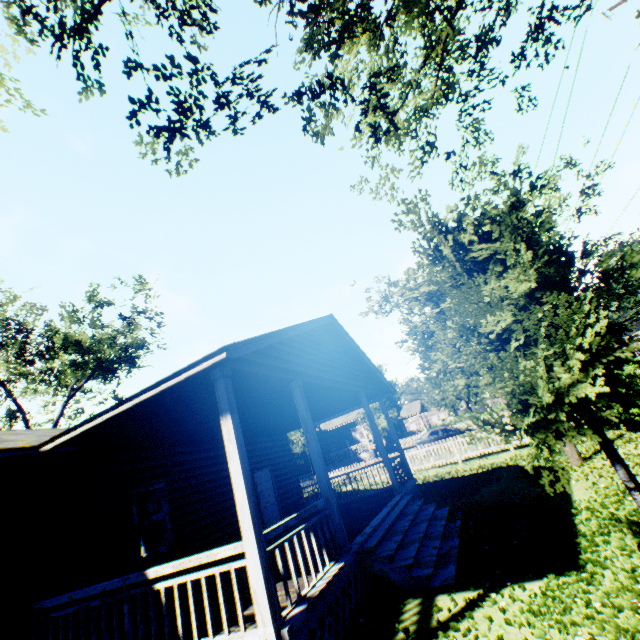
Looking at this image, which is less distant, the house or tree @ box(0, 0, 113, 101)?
tree @ box(0, 0, 113, 101)

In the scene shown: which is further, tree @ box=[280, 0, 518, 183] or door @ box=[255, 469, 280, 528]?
door @ box=[255, 469, 280, 528]

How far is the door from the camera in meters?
11.9

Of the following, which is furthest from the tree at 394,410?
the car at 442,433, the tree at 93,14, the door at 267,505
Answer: the tree at 93,14

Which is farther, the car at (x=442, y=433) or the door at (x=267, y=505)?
the car at (x=442, y=433)

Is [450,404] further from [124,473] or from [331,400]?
[124,473]

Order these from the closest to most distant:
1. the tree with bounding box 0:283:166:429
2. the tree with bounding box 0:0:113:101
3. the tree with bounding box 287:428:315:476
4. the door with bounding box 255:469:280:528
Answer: the tree with bounding box 0:0:113:101 < the door with bounding box 255:469:280:528 < the tree with bounding box 0:283:166:429 < the tree with bounding box 287:428:315:476

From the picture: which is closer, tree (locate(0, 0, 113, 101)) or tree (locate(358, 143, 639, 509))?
tree (locate(0, 0, 113, 101))
